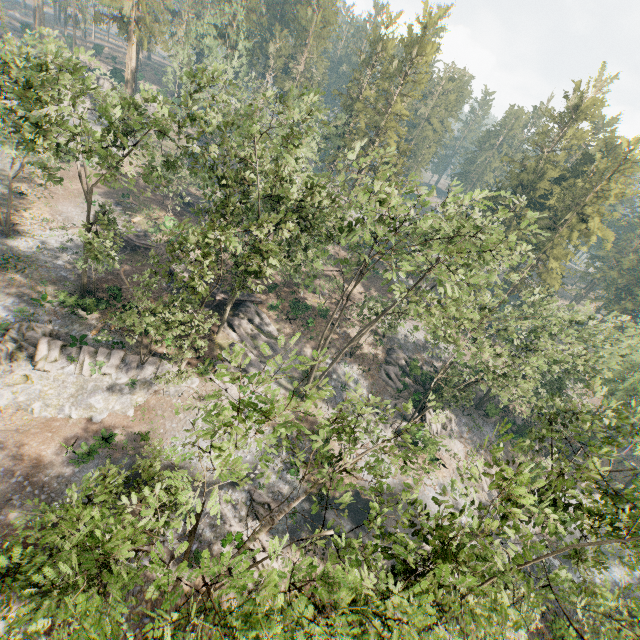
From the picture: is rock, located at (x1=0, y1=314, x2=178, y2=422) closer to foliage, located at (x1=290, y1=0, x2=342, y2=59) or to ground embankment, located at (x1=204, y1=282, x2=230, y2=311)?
foliage, located at (x1=290, y1=0, x2=342, y2=59)

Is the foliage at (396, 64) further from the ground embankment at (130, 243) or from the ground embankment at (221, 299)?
the ground embankment at (130, 243)

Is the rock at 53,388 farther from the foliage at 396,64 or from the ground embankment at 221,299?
the ground embankment at 221,299

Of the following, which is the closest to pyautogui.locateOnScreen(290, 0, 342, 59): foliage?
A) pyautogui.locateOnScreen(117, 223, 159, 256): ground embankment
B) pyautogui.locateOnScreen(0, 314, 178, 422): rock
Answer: pyautogui.locateOnScreen(0, 314, 178, 422): rock

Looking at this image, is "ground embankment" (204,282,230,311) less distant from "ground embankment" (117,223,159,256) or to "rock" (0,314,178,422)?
"ground embankment" (117,223,159,256)

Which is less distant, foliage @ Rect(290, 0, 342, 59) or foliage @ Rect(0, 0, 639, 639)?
foliage @ Rect(0, 0, 639, 639)

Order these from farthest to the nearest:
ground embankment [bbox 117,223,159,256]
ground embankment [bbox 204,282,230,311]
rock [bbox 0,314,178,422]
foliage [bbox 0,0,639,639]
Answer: ground embankment [bbox 117,223,159,256], ground embankment [bbox 204,282,230,311], rock [bbox 0,314,178,422], foliage [bbox 0,0,639,639]

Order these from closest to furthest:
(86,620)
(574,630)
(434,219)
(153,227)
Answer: (86,620)
(574,630)
(434,219)
(153,227)
